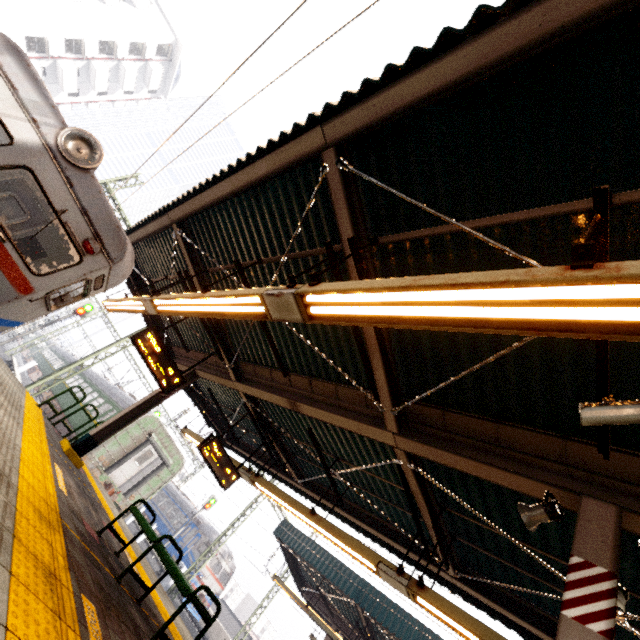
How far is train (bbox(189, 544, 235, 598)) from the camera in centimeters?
2422cm

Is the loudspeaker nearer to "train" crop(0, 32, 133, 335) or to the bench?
the bench

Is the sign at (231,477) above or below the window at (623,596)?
below

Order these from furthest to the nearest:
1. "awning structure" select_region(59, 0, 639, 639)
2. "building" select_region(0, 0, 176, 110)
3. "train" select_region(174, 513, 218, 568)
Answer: "building" select_region(0, 0, 176, 110) → "train" select_region(174, 513, 218, 568) → "awning structure" select_region(59, 0, 639, 639)

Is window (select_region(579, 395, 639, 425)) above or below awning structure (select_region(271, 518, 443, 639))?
below

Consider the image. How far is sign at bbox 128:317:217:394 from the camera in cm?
698

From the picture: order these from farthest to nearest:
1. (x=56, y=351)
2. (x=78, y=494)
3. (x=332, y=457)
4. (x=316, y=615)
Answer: (x=56, y=351), (x=316, y=615), (x=332, y=457), (x=78, y=494)

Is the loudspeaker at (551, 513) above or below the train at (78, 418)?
above
